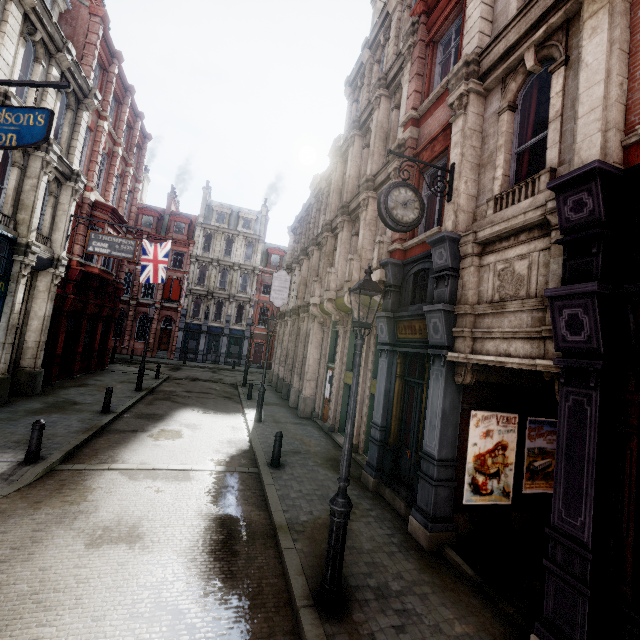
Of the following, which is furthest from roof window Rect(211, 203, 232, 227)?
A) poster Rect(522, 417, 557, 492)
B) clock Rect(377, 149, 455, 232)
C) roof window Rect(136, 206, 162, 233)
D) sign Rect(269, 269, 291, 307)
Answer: poster Rect(522, 417, 557, 492)

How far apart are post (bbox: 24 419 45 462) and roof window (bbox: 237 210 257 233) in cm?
3568

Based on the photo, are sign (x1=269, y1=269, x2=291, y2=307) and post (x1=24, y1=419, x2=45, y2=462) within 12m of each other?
no

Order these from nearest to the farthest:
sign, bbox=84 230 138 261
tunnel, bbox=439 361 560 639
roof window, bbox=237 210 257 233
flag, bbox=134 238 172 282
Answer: tunnel, bbox=439 361 560 639, sign, bbox=84 230 138 261, flag, bbox=134 238 172 282, roof window, bbox=237 210 257 233

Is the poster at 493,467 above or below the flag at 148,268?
below

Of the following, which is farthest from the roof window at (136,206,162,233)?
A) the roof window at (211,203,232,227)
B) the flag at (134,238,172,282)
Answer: the flag at (134,238,172,282)

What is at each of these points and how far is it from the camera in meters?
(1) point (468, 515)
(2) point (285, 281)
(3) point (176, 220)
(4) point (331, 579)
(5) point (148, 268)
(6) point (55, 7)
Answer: (1) tunnel, 6.5 m
(2) sign, 21.1 m
(3) roof window, 38.6 m
(4) street light, 4.4 m
(5) flag, 22.0 m
(6) roof window, 13.5 m

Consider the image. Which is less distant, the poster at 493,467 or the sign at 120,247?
the poster at 493,467
